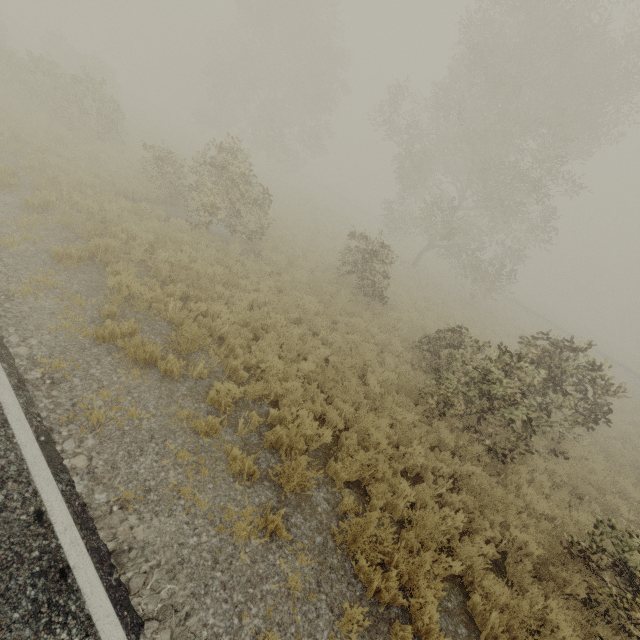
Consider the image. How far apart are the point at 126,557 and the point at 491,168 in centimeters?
2247cm

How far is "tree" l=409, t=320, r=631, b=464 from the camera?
7.73m

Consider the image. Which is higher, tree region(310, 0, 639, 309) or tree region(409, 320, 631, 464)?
tree region(310, 0, 639, 309)

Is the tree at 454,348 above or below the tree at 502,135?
below

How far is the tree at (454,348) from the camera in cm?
773

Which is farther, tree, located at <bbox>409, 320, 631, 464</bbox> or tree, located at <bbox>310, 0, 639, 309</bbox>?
tree, located at <bbox>310, 0, 639, 309</bbox>
